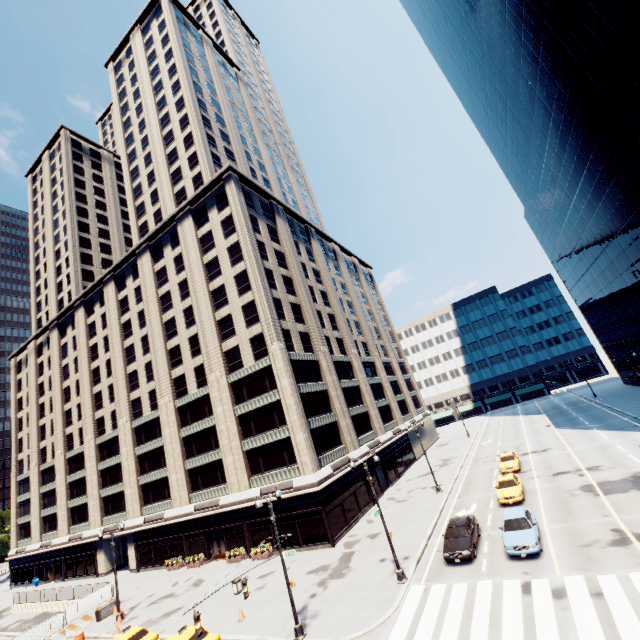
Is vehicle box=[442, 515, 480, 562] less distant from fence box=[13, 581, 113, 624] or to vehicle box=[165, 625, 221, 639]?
vehicle box=[165, 625, 221, 639]

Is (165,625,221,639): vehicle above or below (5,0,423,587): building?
below

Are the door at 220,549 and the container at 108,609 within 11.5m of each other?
yes

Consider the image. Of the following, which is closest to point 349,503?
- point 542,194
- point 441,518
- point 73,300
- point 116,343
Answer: point 441,518

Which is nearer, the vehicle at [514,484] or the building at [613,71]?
the vehicle at [514,484]

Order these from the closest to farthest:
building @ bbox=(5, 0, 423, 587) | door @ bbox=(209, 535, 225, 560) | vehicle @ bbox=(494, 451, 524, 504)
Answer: vehicle @ bbox=(494, 451, 524, 504)
building @ bbox=(5, 0, 423, 587)
door @ bbox=(209, 535, 225, 560)

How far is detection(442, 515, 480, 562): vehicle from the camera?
19.50m

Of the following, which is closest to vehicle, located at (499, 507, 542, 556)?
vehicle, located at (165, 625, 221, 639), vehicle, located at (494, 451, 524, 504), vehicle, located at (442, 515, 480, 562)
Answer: vehicle, located at (442, 515, 480, 562)
